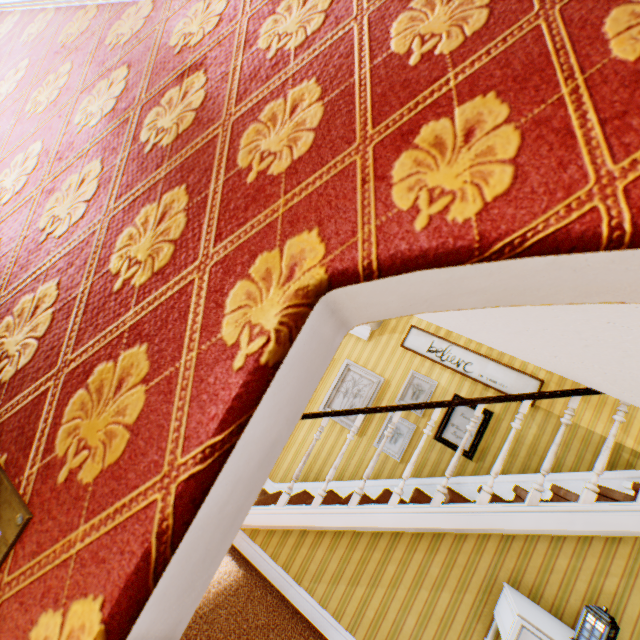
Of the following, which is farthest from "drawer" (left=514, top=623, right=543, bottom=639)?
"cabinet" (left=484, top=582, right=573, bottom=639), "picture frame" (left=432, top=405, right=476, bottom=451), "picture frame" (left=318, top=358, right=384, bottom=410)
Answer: "picture frame" (left=318, top=358, right=384, bottom=410)

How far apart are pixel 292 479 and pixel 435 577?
2.8m

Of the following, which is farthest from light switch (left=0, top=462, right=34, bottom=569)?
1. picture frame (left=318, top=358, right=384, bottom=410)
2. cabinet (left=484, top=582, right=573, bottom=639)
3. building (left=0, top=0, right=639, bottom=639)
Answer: picture frame (left=318, top=358, right=384, bottom=410)

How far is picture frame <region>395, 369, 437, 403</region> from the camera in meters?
5.0

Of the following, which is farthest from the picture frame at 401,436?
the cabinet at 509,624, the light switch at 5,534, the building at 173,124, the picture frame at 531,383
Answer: the light switch at 5,534

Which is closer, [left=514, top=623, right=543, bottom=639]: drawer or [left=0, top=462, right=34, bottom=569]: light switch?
[left=0, top=462, right=34, bottom=569]: light switch

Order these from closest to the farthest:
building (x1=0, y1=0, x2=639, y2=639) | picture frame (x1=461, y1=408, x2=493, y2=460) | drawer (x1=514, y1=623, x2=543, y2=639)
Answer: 1. building (x1=0, y1=0, x2=639, y2=639)
2. drawer (x1=514, y1=623, x2=543, y2=639)
3. picture frame (x1=461, y1=408, x2=493, y2=460)

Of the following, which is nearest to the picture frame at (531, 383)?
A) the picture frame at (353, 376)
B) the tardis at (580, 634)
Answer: the picture frame at (353, 376)
